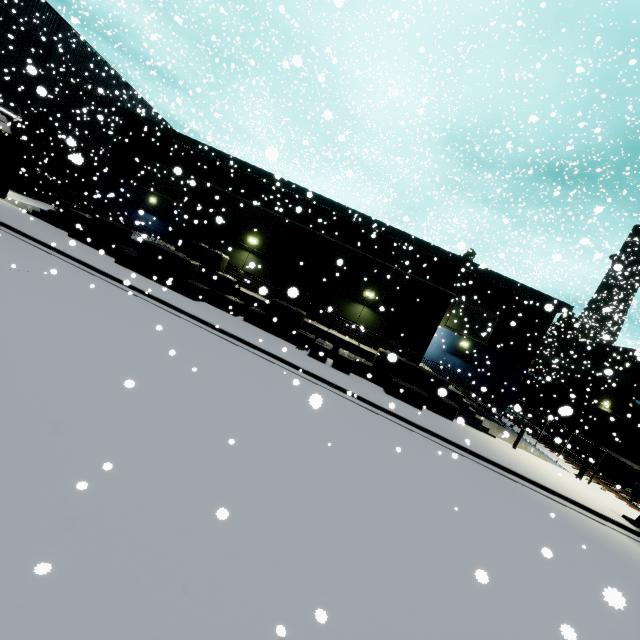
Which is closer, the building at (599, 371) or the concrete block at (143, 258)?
the concrete block at (143, 258)

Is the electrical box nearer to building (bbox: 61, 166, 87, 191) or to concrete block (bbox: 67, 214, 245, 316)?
building (bbox: 61, 166, 87, 191)

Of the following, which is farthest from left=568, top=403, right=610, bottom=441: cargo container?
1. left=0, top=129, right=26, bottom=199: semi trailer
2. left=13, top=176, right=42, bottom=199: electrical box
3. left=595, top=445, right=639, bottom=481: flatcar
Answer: left=13, top=176, right=42, bottom=199: electrical box

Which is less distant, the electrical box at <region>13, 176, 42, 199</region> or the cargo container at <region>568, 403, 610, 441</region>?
the cargo container at <region>568, 403, 610, 441</region>

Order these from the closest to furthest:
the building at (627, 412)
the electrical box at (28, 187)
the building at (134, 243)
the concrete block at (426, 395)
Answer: the concrete block at (426, 395)
the building at (134, 243)
the building at (627, 412)
the electrical box at (28, 187)

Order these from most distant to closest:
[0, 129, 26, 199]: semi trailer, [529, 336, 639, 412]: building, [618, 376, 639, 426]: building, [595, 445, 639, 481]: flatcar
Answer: [529, 336, 639, 412]: building → [618, 376, 639, 426]: building → [595, 445, 639, 481]: flatcar → [0, 129, 26, 199]: semi trailer

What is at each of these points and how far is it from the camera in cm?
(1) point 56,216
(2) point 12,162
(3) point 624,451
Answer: (1) building, 1962
(2) semi trailer, 1486
(3) cargo container, 2231

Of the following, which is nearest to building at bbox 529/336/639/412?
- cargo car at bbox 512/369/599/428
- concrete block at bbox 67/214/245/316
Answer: concrete block at bbox 67/214/245/316
